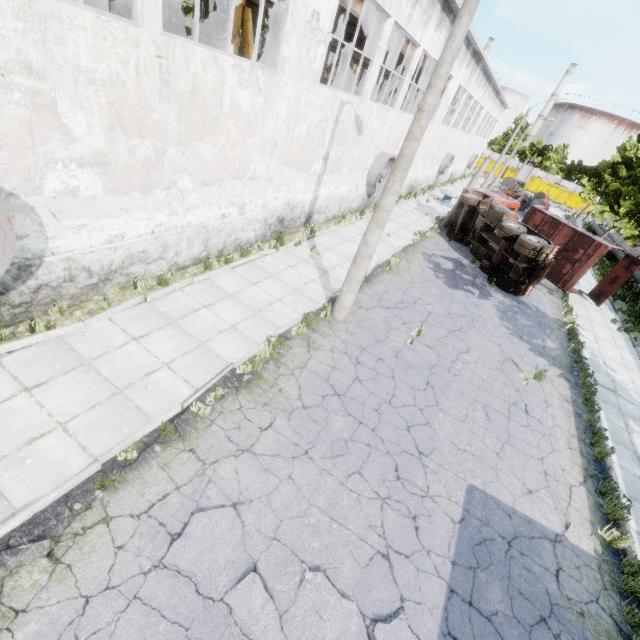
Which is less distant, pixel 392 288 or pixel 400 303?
pixel 400 303

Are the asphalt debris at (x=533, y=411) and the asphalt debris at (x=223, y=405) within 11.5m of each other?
yes

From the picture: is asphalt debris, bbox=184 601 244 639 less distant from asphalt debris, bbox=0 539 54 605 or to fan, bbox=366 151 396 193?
asphalt debris, bbox=0 539 54 605

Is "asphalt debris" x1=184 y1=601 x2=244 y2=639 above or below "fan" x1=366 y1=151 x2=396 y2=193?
below

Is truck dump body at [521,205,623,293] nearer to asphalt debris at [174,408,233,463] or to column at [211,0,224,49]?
asphalt debris at [174,408,233,463]

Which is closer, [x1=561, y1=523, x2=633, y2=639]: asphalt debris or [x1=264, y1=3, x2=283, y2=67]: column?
[x1=561, y1=523, x2=633, y2=639]: asphalt debris

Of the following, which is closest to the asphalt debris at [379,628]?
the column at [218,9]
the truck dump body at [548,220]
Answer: the truck dump body at [548,220]

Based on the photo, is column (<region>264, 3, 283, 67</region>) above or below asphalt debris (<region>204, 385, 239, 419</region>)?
above
